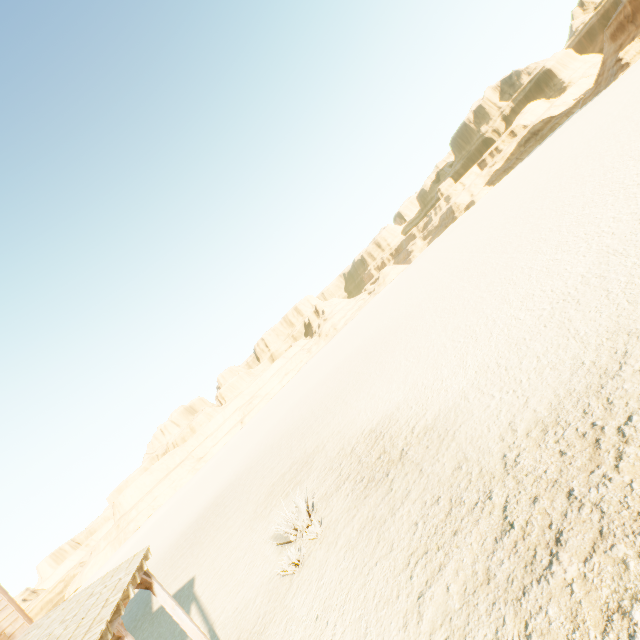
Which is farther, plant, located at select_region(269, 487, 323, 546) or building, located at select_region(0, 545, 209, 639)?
plant, located at select_region(269, 487, 323, 546)

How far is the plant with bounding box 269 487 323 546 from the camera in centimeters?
917cm

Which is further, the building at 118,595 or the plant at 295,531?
the plant at 295,531

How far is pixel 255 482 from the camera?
21.55m

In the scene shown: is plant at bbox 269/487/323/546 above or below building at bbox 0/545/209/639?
below

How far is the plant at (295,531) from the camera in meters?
9.2
